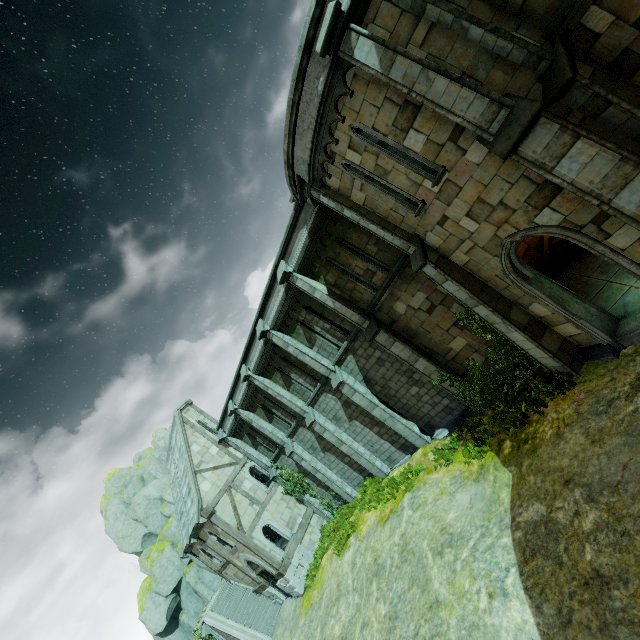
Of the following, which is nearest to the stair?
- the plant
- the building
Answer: the building

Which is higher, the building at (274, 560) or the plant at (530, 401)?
the building at (274, 560)

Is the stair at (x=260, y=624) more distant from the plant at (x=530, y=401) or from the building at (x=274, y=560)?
the plant at (x=530, y=401)

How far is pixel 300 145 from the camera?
8.9 meters

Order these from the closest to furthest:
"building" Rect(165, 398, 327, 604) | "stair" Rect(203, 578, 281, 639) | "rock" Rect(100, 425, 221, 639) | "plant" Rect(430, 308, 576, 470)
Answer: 1. "plant" Rect(430, 308, 576, 470)
2. "building" Rect(165, 398, 327, 604)
3. "stair" Rect(203, 578, 281, 639)
4. "rock" Rect(100, 425, 221, 639)

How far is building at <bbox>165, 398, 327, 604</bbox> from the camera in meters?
19.4 m

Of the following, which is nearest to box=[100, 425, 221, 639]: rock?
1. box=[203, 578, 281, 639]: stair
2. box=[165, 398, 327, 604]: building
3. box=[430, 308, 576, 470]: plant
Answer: box=[203, 578, 281, 639]: stair

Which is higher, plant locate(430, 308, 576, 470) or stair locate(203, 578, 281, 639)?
stair locate(203, 578, 281, 639)
